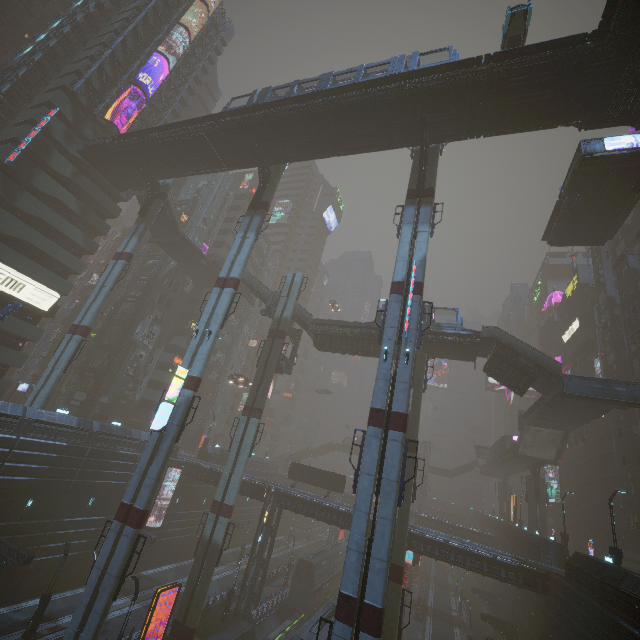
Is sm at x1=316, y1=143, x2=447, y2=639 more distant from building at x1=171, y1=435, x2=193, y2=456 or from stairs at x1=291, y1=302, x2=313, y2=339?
stairs at x1=291, y1=302, x2=313, y2=339

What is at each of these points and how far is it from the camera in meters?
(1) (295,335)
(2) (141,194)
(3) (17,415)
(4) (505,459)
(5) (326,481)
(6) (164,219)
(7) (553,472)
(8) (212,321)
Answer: (1) building structure, 43.6 m
(2) stairs, 42.2 m
(3) building, 25.0 m
(4) bridge, 53.4 m
(5) sign, 40.2 m
(6) stairs, 42.9 m
(7) sign, 59.3 m
(8) sm, 26.4 m

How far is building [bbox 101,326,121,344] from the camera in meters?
47.4

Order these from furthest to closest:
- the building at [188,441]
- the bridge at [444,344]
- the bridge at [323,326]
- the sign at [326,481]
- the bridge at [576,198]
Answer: the building at [188,441]
the sign at [326,481]
the bridge at [323,326]
the bridge at [444,344]
the bridge at [576,198]

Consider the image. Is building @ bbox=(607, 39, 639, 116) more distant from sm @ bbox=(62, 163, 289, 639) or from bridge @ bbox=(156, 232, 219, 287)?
bridge @ bbox=(156, 232, 219, 287)

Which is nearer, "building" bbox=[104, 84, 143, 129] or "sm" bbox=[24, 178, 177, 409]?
"sm" bbox=[24, 178, 177, 409]

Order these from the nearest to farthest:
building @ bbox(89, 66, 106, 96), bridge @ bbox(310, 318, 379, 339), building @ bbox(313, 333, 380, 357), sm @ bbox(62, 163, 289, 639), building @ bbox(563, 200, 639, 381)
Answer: sm @ bbox(62, 163, 289, 639) < bridge @ bbox(310, 318, 379, 339) < building @ bbox(313, 333, 380, 357) < building @ bbox(563, 200, 639, 381) < building @ bbox(89, 66, 106, 96)

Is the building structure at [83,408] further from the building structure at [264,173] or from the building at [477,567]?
the building structure at [264,173]
